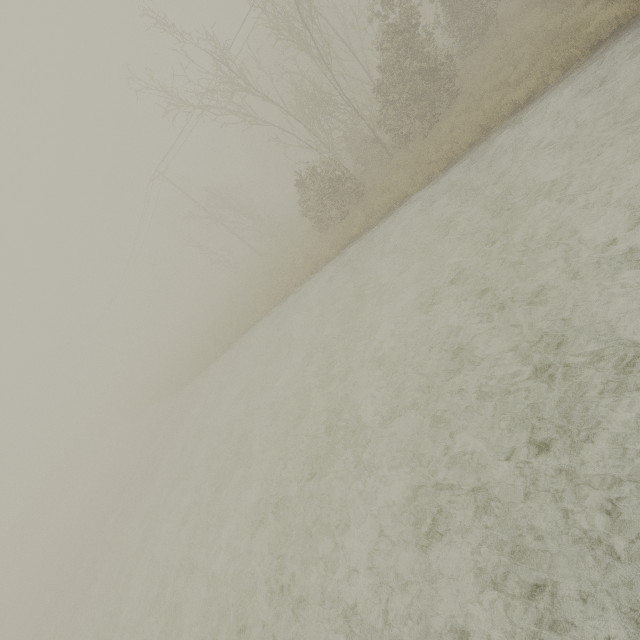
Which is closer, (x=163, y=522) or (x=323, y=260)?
(x=163, y=522)
